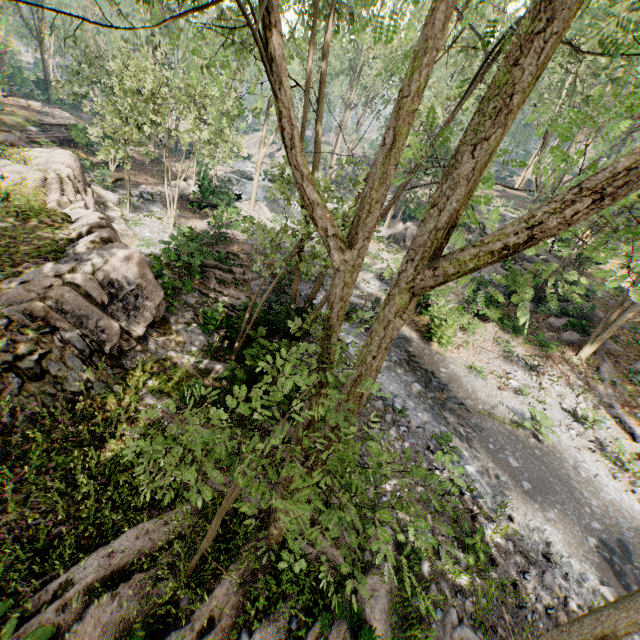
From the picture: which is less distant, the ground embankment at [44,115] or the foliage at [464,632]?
the foliage at [464,632]

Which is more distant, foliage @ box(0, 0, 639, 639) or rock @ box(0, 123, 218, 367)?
rock @ box(0, 123, 218, 367)

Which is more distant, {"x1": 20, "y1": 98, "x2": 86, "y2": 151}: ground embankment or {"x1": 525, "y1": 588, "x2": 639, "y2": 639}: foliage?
{"x1": 20, "y1": 98, "x2": 86, "y2": 151}: ground embankment

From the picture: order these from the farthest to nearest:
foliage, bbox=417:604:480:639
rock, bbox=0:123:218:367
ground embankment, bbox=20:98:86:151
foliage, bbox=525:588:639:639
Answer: ground embankment, bbox=20:98:86:151 < rock, bbox=0:123:218:367 < foliage, bbox=417:604:480:639 < foliage, bbox=525:588:639:639

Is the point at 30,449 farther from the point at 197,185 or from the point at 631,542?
the point at 197,185

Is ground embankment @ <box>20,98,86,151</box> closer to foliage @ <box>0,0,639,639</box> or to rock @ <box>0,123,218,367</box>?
foliage @ <box>0,0,639,639</box>

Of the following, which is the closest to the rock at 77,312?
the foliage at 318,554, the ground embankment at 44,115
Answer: the foliage at 318,554
